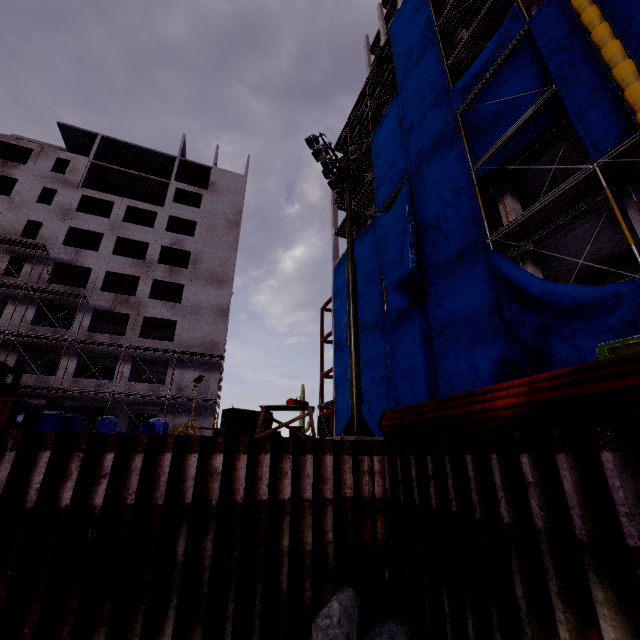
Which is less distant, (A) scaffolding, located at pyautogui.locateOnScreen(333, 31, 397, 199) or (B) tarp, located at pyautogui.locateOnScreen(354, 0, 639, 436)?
(B) tarp, located at pyautogui.locateOnScreen(354, 0, 639, 436)

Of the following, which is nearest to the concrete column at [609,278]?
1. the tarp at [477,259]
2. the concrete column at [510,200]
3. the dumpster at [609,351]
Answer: the concrete column at [510,200]

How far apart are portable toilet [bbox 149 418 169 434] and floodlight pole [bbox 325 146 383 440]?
19.9m

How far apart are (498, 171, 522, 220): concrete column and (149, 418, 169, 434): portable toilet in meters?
24.8

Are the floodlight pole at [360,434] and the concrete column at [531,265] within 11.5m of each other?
yes

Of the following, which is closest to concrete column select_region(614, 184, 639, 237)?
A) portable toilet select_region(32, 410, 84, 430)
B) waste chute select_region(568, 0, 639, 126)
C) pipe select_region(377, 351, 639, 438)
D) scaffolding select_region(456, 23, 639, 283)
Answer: scaffolding select_region(456, 23, 639, 283)

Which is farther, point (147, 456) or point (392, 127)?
point (392, 127)

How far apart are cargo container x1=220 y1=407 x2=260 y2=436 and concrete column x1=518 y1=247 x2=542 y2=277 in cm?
3340
